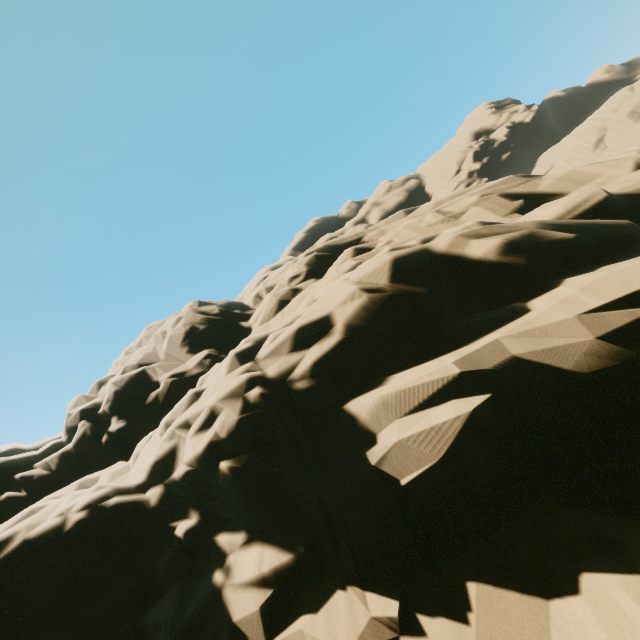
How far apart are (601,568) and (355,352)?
4.5 meters
